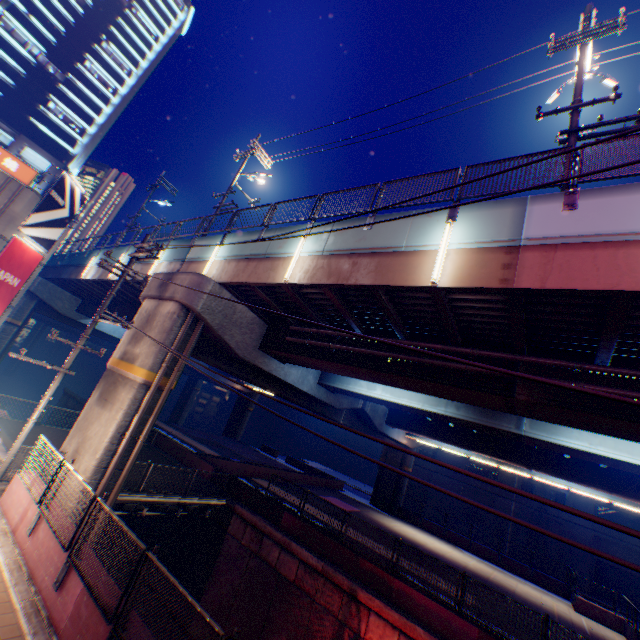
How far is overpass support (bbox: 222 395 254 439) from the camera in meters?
49.2 m

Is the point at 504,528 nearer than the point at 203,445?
No

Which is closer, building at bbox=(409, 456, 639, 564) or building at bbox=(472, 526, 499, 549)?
building at bbox=(409, 456, 639, 564)

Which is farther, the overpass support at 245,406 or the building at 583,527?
the overpass support at 245,406

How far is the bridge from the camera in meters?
14.1 m

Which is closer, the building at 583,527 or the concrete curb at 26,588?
the concrete curb at 26,588

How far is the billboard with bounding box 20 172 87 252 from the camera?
18.20m

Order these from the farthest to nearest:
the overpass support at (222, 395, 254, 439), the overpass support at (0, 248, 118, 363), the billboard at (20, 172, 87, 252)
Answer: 1. the overpass support at (222, 395, 254, 439)
2. the overpass support at (0, 248, 118, 363)
3. the billboard at (20, 172, 87, 252)
